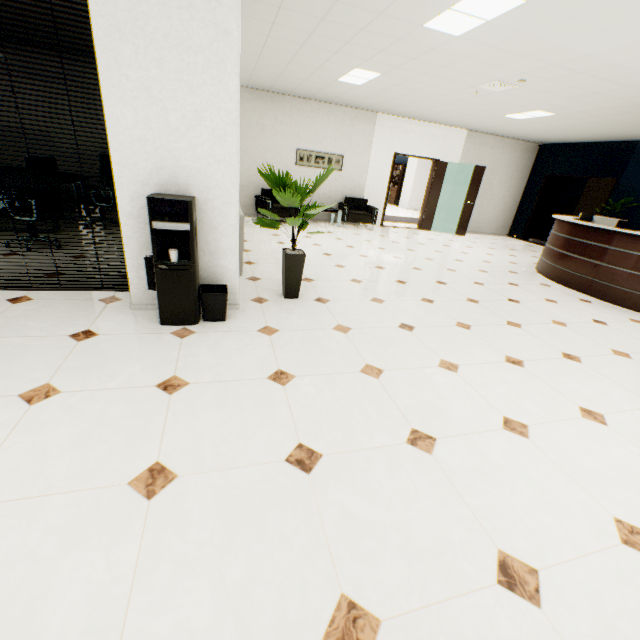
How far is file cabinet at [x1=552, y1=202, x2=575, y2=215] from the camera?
11.22m

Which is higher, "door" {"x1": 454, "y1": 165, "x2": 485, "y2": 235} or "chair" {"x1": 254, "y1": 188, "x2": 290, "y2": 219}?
"door" {"x1": 454, "y1": 165, "x2": 485, "y2": 235}

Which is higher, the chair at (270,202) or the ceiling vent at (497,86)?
the ceiling vent at (497,86)

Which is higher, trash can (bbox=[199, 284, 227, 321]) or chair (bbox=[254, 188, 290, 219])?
chair (bbox=[254, 188, 290, 219])

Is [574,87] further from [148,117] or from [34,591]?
[34,591]

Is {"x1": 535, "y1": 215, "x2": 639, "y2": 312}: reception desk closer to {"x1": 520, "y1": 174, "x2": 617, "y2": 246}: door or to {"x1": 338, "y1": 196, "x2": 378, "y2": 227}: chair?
{"x1": 520, "y1": 174, "x2": 617, "y2": 246}: door

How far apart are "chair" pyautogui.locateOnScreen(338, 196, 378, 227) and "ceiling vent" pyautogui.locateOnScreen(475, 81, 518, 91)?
3.80m

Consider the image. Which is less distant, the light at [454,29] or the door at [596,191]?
the light at [454,29]
